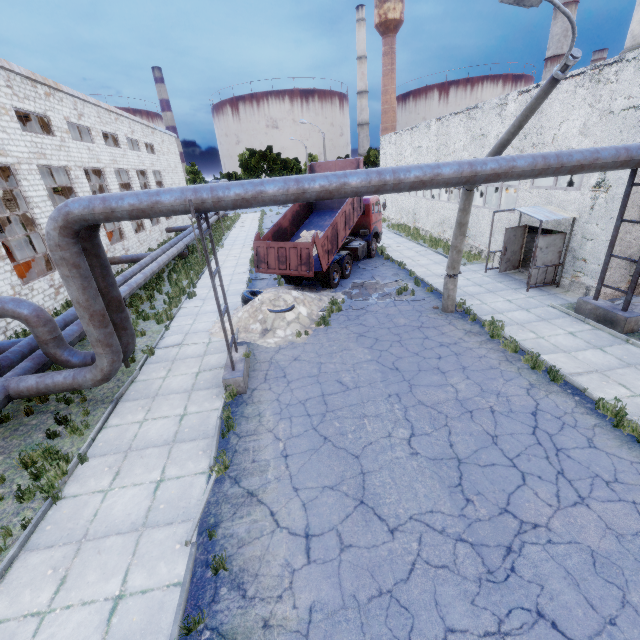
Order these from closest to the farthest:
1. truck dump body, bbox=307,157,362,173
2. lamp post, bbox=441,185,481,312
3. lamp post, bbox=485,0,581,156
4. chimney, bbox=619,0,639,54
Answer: lamp post, bbox=485,0,581,156 < lamp post, bbox=441,185,481,312 < truck dump body, bbox=307,157,362,173 < chimney, bbox=619,0,639,54

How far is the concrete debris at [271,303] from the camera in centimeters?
1177cm

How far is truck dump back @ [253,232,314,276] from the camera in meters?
13.3 m

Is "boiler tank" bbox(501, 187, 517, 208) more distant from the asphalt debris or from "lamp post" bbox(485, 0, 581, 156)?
"lamp post" bbox(485, 0, 581, 156)

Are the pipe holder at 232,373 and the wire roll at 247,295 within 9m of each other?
yes

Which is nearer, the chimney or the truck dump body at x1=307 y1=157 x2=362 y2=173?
the truck dump body at x1=307 y1=157 x2=362 y2=173

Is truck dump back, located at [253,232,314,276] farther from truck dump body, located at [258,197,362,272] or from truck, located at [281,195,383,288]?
truck, located at [281,195,383,288]

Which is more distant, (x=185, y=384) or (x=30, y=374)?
(x=185, y=384)
